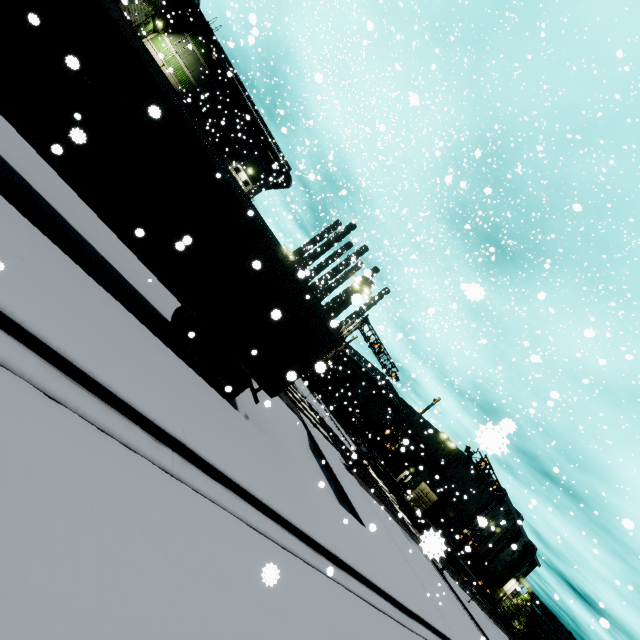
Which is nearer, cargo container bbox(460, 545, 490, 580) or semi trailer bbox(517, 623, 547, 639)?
semi trailer bbox(517, 623, 547, 639)

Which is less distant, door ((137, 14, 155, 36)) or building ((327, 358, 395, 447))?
door ((137, 14, 155, 36))

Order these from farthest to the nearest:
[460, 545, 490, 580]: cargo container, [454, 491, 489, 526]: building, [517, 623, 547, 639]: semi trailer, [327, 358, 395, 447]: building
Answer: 1. [454, 491, 489, 526]: building
2. [327, 358, 395, 447]: building
3. [460, 545, 490, 580]: cargo container
4. [517, 623, 547, 639]: semi trailer

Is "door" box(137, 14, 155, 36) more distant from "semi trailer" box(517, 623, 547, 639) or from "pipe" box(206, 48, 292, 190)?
"semi trailer" box(517, 623, 547, 639)

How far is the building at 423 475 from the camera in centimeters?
5100cm

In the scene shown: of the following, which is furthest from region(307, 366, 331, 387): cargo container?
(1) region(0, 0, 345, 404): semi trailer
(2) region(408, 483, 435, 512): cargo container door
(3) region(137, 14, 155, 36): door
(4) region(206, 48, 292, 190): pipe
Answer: (3) region(137, 14, 155, 36): door

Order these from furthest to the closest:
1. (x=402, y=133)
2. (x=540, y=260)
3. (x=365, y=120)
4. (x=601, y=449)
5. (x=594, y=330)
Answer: (x=540, y=260), (x=365, y=120), (x=601, y=449), (x=594, y=330), (x=402, y=133)

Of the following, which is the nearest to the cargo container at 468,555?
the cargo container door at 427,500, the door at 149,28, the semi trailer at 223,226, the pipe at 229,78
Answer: the cargo container door at 427,500
